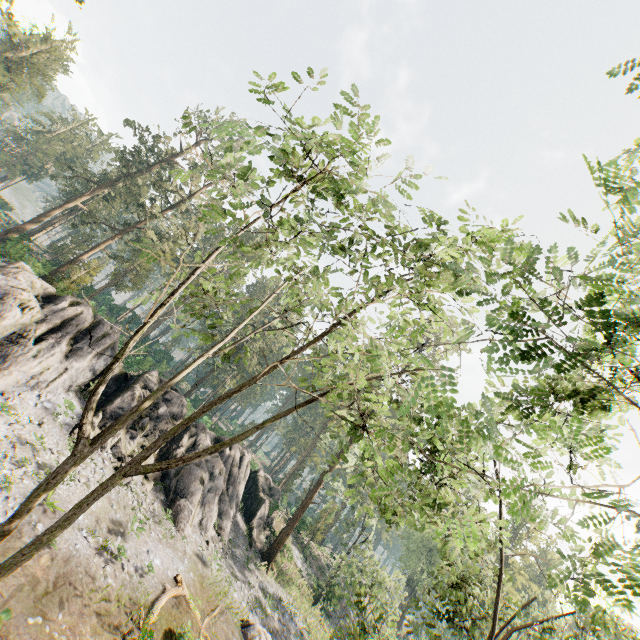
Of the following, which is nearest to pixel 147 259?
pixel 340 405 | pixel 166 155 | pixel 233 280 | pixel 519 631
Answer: pixel 233 280

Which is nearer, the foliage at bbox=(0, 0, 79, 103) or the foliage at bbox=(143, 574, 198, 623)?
the foliage at bbox=(143, 574, 198, 623)

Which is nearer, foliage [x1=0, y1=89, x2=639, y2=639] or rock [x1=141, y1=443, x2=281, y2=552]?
foliage [x1=0, y1=89, x2=639, y2=639]

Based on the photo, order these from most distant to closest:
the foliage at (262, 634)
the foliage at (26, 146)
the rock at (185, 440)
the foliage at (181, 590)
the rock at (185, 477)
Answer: the foliage at (26, 146), the rock at (185, 440), the rock at (185, 477), the foliage at (262, 634), the foliage at (181, 590)

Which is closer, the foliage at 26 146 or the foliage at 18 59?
the foliage at 18 59

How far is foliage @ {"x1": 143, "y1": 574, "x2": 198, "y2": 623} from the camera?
14.3m
